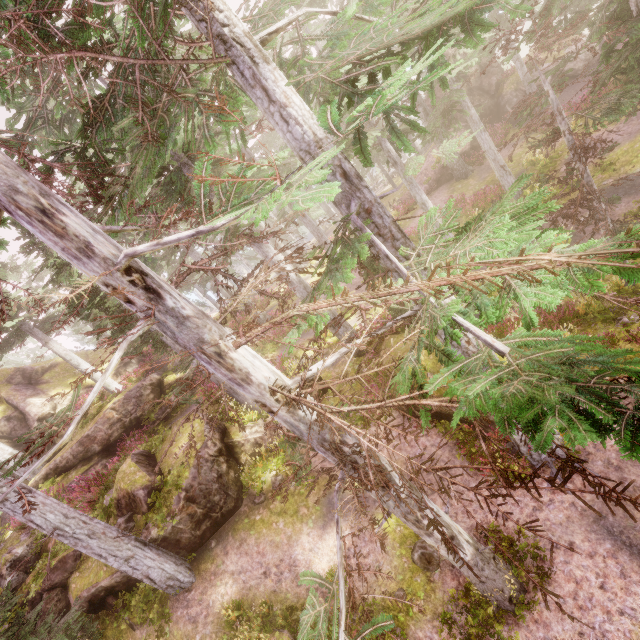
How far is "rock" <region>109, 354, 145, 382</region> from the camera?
22.59m

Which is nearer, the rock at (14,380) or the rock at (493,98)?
the rock at (14,380)

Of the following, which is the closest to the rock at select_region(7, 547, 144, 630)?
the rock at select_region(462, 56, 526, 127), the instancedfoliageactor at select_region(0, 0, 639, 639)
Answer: the instancedfoliageactor at select_region(0, 0, 639, 639)

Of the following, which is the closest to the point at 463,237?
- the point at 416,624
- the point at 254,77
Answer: the point at 254,77

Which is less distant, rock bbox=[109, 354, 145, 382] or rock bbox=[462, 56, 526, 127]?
rock bbox=[109, 354, 145, 382]

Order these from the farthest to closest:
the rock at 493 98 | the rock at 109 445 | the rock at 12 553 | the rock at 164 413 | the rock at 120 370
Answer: the rock at 493 98 < the rock at 120 370 < the rock at 164 413 < the rock at 109 445 < the rock at 12 553

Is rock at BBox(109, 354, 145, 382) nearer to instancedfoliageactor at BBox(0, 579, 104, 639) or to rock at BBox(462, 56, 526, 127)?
instancedfoliageactor at BBox(0, 579, 104, 639)

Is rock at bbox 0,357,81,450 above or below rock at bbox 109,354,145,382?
above
